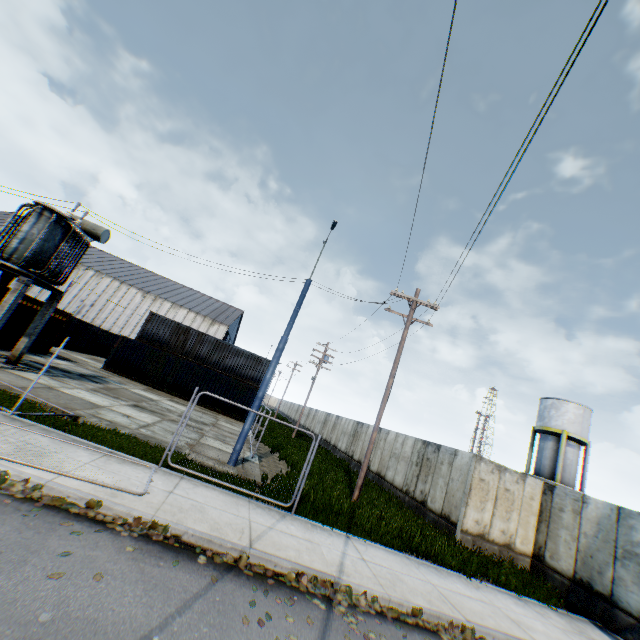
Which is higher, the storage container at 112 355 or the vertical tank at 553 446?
the vertical tank at 553 446

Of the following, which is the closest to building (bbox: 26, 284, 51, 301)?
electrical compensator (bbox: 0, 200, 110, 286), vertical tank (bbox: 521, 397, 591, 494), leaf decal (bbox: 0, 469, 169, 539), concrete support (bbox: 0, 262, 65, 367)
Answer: electrical compensator (bbox: 0, 200, 110, 286)

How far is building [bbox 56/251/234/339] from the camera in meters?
50.1 m

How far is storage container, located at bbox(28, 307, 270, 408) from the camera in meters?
25.8 m

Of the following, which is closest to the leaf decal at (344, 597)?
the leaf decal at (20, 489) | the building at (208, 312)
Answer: the leaf decal at (20, 489)

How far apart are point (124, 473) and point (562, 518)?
15.4m

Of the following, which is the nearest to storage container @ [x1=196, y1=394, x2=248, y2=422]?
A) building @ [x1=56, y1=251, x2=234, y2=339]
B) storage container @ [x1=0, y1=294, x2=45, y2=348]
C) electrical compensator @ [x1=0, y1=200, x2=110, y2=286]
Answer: storage container @ [x1=0, y1=294, x2=45, y2=348]
